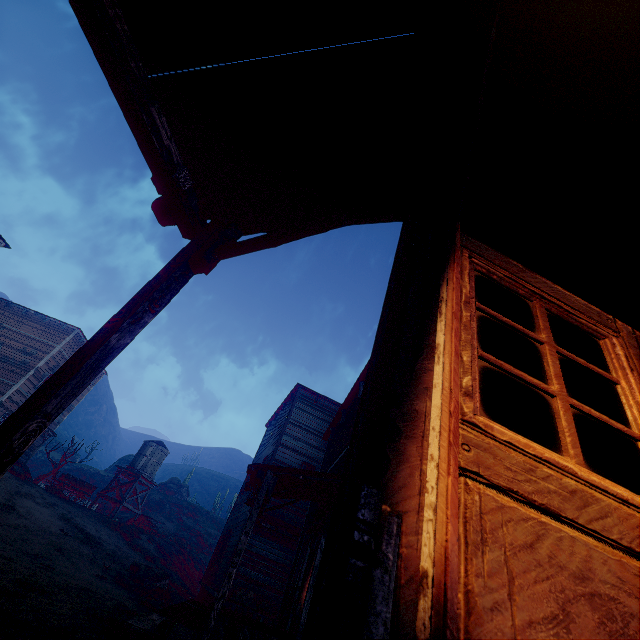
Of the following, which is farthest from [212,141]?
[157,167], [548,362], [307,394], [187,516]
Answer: [187,516]

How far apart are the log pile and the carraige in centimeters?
2134cm

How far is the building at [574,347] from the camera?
4.2m

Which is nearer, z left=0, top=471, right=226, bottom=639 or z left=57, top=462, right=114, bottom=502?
z left=0, top=471, right=226, bottom=639

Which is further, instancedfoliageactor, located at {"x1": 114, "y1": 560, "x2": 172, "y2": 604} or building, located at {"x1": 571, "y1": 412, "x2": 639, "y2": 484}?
instancedfoliageactor, located at {"x1": 114, "y1": 560, "x2": 172, "y2": 604}

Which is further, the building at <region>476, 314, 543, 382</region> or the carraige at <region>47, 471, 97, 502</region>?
the carraige at <region>47, 471, 97, 502</region>

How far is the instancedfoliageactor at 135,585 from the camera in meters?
13.8 m

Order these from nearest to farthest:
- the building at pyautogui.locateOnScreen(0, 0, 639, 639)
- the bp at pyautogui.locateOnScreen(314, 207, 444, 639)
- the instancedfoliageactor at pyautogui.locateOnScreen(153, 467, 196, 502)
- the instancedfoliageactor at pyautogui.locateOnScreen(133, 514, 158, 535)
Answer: the bp at pyautogui.locateOnScreen(314, 207, 444, 639) < the building at pyautogui.locateOnScreen(0, 0, 639, 639) < the instancedfoliageactor at pyautogui.locateOnScreen(133, 514, 158, 535) < the instancedfoliageactor at pyautogui.locateOnScreen(153, 467, 196, 502)
